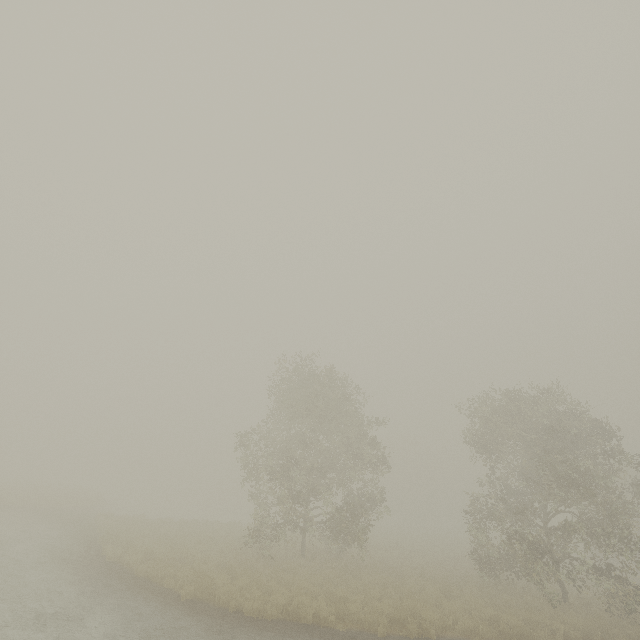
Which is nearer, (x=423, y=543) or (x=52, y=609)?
(x=52, y=609)

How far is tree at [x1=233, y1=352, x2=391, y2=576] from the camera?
18.3m

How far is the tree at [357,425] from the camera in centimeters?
1830cm
